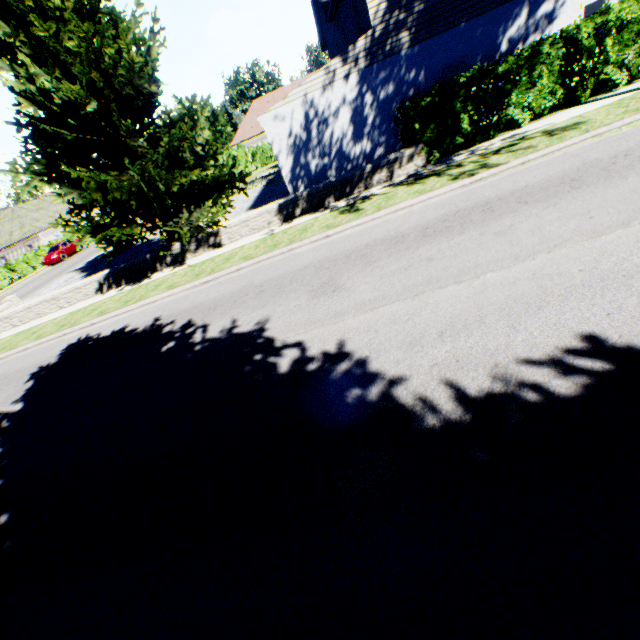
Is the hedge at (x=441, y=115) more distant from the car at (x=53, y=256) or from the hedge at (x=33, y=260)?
the car at (x=53, y=256)

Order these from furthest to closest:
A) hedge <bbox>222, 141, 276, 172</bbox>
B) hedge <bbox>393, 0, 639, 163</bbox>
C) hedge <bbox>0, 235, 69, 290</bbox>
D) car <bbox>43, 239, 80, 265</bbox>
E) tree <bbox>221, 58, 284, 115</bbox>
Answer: tree <bbox>221, 58, 284, 115</bbox> < hedge <bbox>222, 141, 276, 172</bbox> < car <bbox>43, 239, 80, 265</bbox> < hedge <bbox>0, 235, 69, 290</bbox> < hedge <bbox>393, 0, 639, 163</bbox>

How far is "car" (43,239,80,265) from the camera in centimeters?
3195cm

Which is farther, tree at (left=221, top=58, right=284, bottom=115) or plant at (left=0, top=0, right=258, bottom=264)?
tree at (left=221, top=58, right=284, bottom=115)

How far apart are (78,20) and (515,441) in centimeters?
1238cm

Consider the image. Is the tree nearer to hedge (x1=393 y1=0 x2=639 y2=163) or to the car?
the car

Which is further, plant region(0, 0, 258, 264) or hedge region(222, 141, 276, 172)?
hedge region(222, 141, 276, 172)

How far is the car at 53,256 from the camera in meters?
31.9
